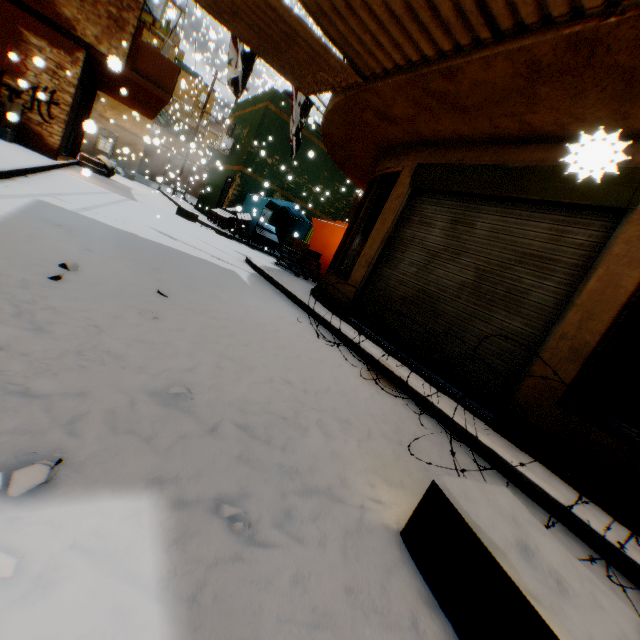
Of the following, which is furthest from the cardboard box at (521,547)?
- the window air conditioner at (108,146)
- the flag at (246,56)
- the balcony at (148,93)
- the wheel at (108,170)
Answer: the window air conditioner at (108,146)

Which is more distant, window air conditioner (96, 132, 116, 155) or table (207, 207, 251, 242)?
window air conditioner (96, 132, 116, 155)

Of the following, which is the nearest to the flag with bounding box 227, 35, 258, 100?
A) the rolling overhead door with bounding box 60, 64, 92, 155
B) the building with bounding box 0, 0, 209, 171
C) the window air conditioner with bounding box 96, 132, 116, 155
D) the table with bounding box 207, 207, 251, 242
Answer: the building with bounding box 0, 0, 209, 171

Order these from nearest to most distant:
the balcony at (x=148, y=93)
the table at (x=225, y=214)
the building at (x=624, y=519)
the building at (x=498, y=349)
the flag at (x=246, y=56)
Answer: the building at (x=624, y=519)
the building at (x=498, y=349)
the flag at (x=246, y=56)
the balcony at (x=148, y=93)
the table at (x=225, y=214)

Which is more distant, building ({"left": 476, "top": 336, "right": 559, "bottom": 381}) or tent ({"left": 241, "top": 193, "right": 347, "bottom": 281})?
tent ({"left": 241, "top": 193, "right": 347, "bottom": 281})

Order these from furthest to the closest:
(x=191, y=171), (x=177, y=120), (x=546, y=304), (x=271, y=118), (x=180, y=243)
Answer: (x=177, y=120) < (x=191, y=171) < (x=271, y=118) < (x=180, y=243) < (x=546, y=304)

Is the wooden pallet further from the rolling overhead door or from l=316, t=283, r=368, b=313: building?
the rolling overhead door

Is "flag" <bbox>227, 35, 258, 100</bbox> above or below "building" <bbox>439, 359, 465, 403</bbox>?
above
